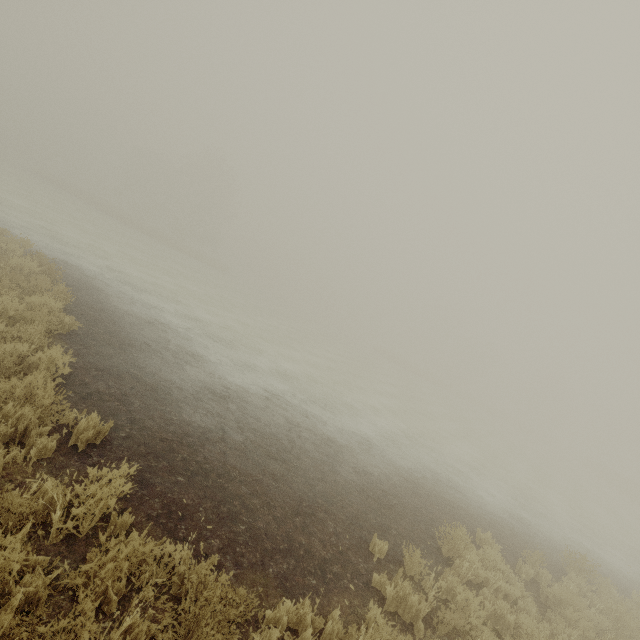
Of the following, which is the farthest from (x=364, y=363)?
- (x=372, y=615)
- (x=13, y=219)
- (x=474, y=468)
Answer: (x=372, y=615)
